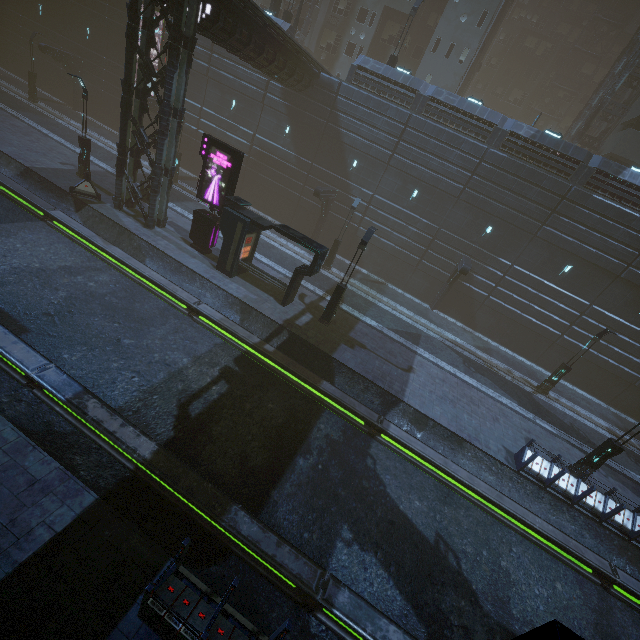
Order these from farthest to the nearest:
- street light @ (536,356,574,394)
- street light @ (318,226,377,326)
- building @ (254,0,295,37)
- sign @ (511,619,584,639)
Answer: building @ (254,0,295,37) < street light @ (536,356,574,394) < street light @ (318,226,377,326) < sign @ (511,619,584,639)

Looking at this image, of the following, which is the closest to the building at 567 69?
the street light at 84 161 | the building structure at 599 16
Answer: the building structure at 599 16

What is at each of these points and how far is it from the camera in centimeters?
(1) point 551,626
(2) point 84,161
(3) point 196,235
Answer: (1) sign, 268cm
(2) street light, 2031cm
(3) sign, 1856cm

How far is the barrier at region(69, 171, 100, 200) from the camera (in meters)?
18.70

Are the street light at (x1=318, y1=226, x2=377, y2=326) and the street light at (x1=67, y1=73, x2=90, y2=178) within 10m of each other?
no

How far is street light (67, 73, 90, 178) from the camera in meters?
18.5 m

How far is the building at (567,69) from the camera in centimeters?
4597cm

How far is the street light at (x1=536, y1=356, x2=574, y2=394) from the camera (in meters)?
20.66
